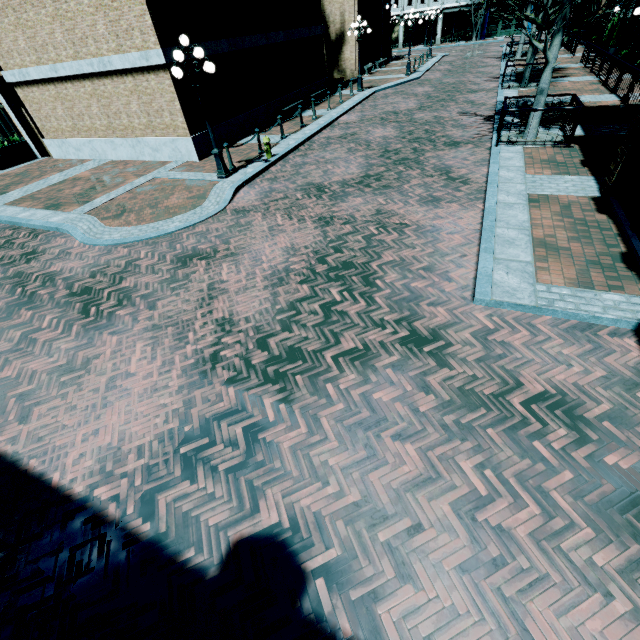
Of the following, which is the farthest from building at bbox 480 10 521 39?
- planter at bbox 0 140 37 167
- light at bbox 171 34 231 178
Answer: planter at bbox 0 140 37 167

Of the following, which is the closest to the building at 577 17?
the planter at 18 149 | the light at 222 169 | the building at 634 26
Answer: the building at 634 26

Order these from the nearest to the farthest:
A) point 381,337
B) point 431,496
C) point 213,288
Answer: point 431,496 < point 381,337 < point 213,288

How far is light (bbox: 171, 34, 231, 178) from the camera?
8.62m

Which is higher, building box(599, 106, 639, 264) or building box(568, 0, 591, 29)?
building box(568, 0, 591, 29)

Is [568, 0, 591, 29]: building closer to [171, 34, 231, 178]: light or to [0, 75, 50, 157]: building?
[0, 75, 50, 157]: building

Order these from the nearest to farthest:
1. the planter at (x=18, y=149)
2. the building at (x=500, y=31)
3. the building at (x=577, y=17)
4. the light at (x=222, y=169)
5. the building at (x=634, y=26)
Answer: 1. the light at (x=222, y=169)
2. the planter at (x=18, y=149)
3. the building at (x=634, y=26)
4. the building at (x=577, y=17)
5. the building at (x=500, y=31)

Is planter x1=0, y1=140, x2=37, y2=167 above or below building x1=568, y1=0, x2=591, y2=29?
A: below
